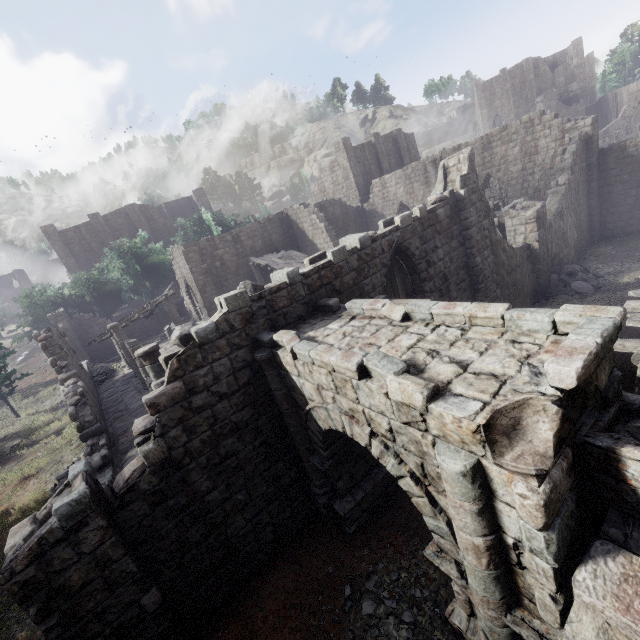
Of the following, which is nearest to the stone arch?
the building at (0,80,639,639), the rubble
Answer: the building at (0,80,639,639)

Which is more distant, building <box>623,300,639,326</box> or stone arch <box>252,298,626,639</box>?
building <box>623,300,639,326</box>

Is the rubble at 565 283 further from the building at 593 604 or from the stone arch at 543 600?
the stone arch at 543 600

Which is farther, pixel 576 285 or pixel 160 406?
pixel 576 285

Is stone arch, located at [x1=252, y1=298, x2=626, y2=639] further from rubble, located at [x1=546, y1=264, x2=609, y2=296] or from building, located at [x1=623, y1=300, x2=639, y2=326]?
rubble, located at [x1=546, y1=264, x2=609, y2=296]

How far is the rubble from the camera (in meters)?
15.06
